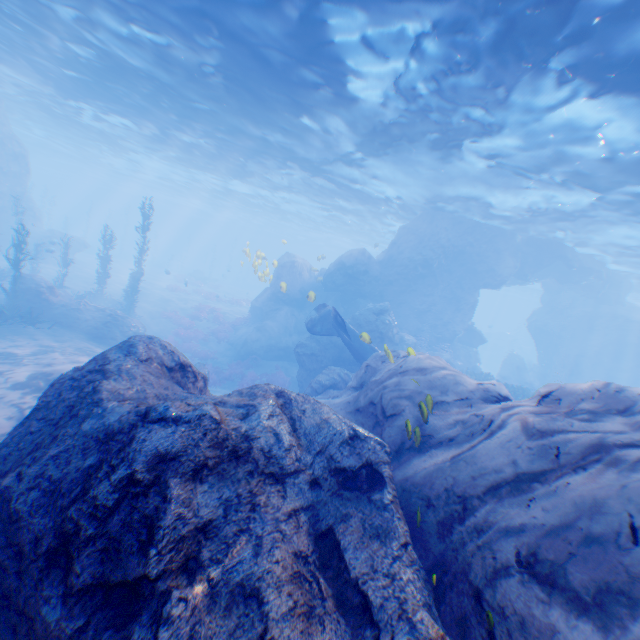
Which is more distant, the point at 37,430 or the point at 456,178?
the point at 456,178

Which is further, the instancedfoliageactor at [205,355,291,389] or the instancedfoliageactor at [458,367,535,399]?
the instancedfoliageactor at [205,355,291,389]

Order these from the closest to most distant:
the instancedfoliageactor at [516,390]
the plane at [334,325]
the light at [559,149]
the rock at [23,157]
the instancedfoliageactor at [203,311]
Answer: the light at [559,149] < the plane at [334,325] < the instancedfoliageactor at [516,390] < the instancedfoliageactor at [203,311] < the rock at [23,157]

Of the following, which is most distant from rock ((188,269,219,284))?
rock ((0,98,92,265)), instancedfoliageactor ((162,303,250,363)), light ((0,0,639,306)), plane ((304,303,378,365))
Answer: plane ((304,303,378,365))

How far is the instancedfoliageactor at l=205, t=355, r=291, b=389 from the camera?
19.7 meters

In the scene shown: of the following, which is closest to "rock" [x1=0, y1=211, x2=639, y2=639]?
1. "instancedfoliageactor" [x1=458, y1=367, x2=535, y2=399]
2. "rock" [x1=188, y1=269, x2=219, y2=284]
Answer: "instancedfoliageactor" [x1=458, y1=367, x2=535, y2=399]

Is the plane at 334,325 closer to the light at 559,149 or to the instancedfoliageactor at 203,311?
the light at 559,149
